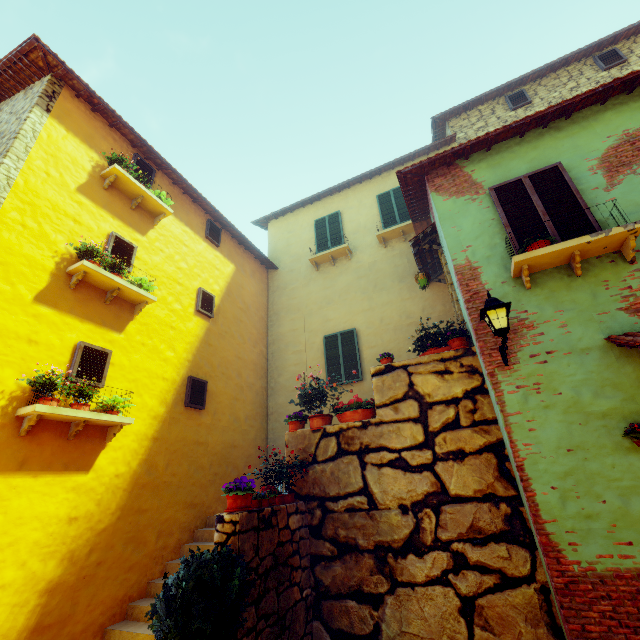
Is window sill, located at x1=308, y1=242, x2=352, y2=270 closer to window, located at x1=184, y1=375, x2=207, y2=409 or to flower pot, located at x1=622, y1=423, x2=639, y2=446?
window, located at x1=184, y1=375, x2=207, y2=409

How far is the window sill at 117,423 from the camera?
4.5m

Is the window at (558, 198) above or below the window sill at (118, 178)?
below

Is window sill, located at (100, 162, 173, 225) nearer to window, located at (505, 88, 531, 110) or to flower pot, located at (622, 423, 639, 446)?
flower pot, located at (622, 423, 639, 446)

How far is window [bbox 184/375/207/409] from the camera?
7.41m

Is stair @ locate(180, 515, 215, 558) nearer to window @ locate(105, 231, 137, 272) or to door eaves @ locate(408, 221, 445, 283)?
window @ locate(105, 231, 137, 272)

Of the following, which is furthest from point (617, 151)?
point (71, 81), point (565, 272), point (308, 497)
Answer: point (71, 81)

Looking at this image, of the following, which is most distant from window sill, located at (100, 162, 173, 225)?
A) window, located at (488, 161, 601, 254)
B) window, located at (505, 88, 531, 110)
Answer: window, located at (505, 88, 531, 110)
